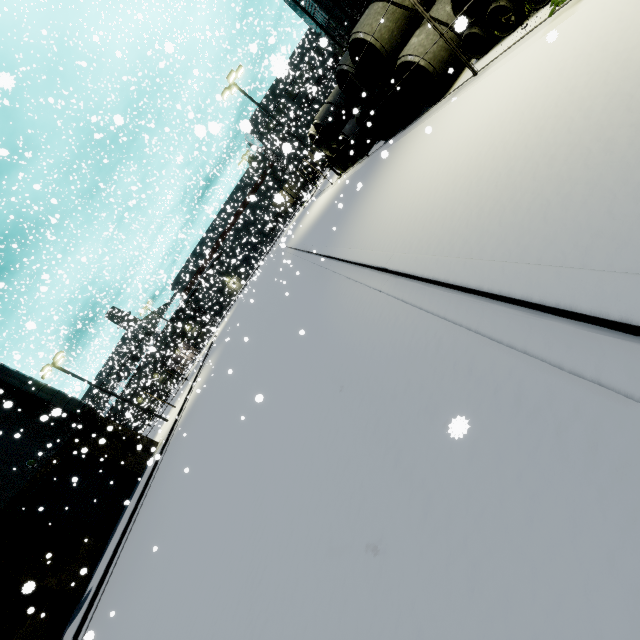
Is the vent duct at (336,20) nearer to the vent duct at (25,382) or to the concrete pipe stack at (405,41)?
the concrete pipe stack at (405,41)

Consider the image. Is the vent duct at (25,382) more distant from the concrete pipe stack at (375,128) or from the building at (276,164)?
the concrete pipe stack at (375,128)

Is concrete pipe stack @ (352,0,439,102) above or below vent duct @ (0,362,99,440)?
below

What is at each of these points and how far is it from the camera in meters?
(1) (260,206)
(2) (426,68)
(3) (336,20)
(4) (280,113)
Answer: (1) building, 59.9 m
(2) concrete pipe stack, 10.3 m
(3) vent duct, 20.3 m
(4) building, 56.8 m

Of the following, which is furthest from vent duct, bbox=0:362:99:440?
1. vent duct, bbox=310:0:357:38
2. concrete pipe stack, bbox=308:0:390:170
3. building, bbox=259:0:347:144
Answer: concrete pipe stack, bbox=308:0:390:170

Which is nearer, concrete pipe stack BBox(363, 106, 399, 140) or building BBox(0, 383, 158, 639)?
building BBox(0, 383, 158, 639)

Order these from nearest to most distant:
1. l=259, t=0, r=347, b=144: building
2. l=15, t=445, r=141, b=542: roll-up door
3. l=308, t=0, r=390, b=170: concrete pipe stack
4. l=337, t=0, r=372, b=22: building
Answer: l=308, t=0, r=390, b=170: concrete pipe stack → l=15, t=445, r=141, b=542: roll-up door → l=337, t=0, r=372, b=22: building → l=259, t=0, r=347, b=144: building

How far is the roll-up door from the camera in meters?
16.2
